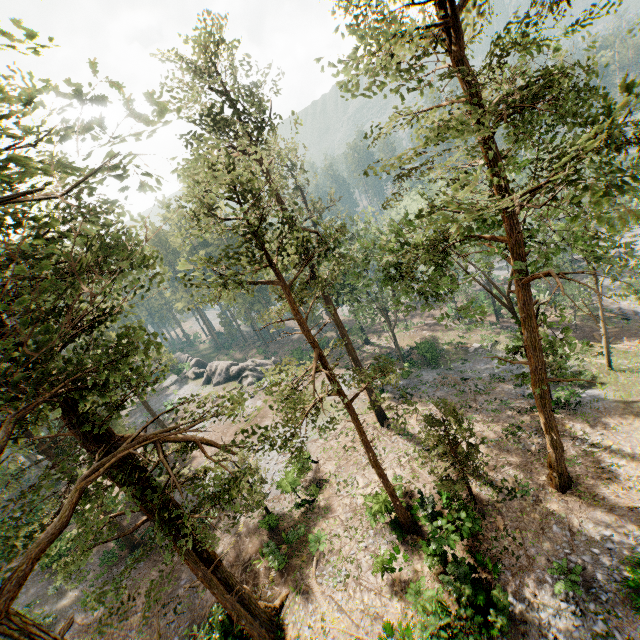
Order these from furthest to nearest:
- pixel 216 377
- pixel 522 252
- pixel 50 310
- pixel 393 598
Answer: pixel 216 377, pixel 393 598, pixel 522 252, pixel 50 310

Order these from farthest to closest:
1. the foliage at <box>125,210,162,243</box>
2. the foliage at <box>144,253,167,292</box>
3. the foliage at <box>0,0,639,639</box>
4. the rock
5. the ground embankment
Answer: the rock < the ground embankment < the foliage at <box>144,253,167,292</box> < the foliage at <box>0,0,639,639</box> < the foliage at <box>125,210,162,243</box>

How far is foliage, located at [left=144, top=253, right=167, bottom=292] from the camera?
9.9m

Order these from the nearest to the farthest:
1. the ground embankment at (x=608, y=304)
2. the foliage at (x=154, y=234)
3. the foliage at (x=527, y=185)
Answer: the foliage at (x=154, y=234), the foliage at (x=527, y=185), the ground embankment at (x=608, y=304)

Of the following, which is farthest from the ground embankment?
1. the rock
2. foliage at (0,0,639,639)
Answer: the rock

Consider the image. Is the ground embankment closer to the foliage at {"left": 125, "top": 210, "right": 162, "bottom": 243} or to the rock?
the foliage at {"left": 125, "top": 210, "right": 162, "bottom": 243}

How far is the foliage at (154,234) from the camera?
4.3 meters
